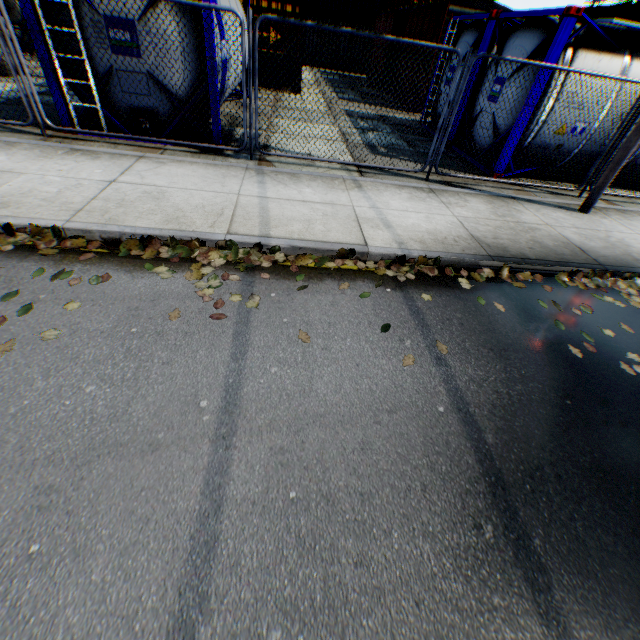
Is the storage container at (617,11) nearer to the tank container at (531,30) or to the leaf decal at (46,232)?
the tank container at (531,30)

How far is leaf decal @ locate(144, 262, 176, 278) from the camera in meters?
3.6

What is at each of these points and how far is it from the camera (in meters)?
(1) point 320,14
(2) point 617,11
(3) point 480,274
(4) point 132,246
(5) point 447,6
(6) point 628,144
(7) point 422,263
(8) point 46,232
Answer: (1) storage container, 22.98
(2) storage container, 21.36
(3) leaf decal, 4.55
(4) leaf decal, 3.93
(5) train, 11.82
(6) electric pole, 5.82
(7) leaf decal, 4.45
(8) leaf decal, 3.80

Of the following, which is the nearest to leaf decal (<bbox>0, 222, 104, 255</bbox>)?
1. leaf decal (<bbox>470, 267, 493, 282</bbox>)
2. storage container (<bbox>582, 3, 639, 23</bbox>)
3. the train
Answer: leaf decal (<bbox>470, 267, 493, 282</bbox>)

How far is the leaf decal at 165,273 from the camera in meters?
3.6 m

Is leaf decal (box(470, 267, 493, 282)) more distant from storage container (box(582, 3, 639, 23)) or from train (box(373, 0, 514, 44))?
storage container (box(582, 3, 639, 23))

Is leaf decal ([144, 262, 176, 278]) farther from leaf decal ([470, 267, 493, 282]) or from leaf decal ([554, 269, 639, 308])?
leaf decal ([554, 269, 639, 308])

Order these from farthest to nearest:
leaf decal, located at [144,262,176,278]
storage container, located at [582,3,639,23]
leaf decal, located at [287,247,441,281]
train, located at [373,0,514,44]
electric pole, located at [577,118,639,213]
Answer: storage container, located at [582,3,639,23] < train, located at [373,0,514,44] < electric pole, located at [577,118,639,213] < leaf decal, located at [287,247,441,281] < leaf decal, located at [144,262,176,278]
